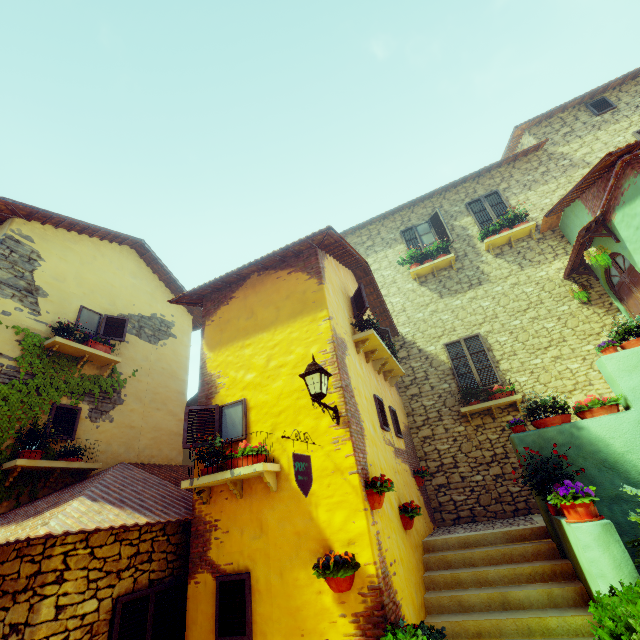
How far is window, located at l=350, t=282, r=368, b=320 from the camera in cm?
722

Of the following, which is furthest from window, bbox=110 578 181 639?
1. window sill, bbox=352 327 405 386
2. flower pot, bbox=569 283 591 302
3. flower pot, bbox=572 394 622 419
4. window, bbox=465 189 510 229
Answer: window, bbox=465 189 510 229

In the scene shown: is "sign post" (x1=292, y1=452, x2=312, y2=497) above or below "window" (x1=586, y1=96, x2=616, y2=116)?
below

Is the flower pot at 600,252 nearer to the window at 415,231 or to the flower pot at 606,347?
the flower pot at 606,347

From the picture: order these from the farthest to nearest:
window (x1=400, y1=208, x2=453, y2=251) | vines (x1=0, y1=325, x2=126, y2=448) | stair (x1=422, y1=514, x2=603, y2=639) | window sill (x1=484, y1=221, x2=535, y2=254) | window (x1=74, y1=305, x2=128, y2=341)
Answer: window (x1=400, y1=208, x2=453, y2=251) < window sill (x1=484, y1=221, x2=535, y2=254) < window (x1=74, y1=305, x2=128, y2=341) < vines (x1=0, y1=325, x2=126, y2=448) < stair (x1=422, y1=514, x2=603, y2=639)

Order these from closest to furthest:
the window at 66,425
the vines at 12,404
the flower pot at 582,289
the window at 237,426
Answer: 1. the window at 237,426
2. the vines at 12,404
3. the window at 66,425
4. the flower pot at 582,289

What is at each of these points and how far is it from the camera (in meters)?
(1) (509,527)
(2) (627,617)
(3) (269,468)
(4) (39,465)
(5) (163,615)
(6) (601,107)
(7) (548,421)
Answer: (1) stair, 6.15
(2) potted tree, 3.01
(3) window sill, 4.66
(4) window sill, 5.80
(5) window, 4.75
(6) window, 11.08
(7) flower pot, 5.93

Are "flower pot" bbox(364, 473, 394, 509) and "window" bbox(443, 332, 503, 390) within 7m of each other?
yes
